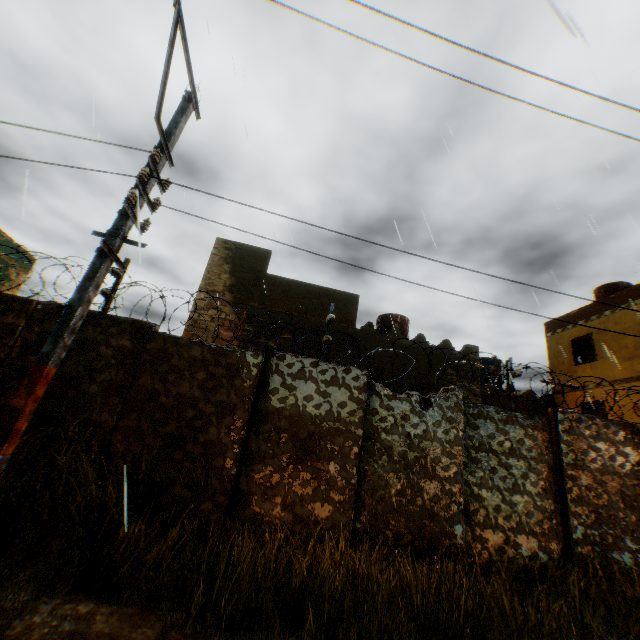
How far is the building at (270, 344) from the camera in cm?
1083

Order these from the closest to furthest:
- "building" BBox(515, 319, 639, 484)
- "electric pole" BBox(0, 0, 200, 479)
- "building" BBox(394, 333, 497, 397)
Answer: "electric pole" BBox(0, 0, 200, 479), "building" BBox(394, 333, 497, 397), "building" BBox(515, 319, 639, 484)

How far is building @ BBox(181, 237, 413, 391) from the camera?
11.1m

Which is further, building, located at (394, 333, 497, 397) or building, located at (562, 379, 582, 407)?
building, located at (562, 379, 582, 407)

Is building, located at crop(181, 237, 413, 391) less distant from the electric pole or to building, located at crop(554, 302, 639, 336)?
building, located at crop(554, 302, 639, 336)

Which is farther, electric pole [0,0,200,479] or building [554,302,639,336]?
building [554,302,639,336]

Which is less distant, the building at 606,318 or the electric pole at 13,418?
the electric pole at 13,418

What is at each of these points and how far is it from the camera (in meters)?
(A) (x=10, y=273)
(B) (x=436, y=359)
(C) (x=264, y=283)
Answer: (A) building, 13.97
(B) building, 11.85
(C) building, 11.97
